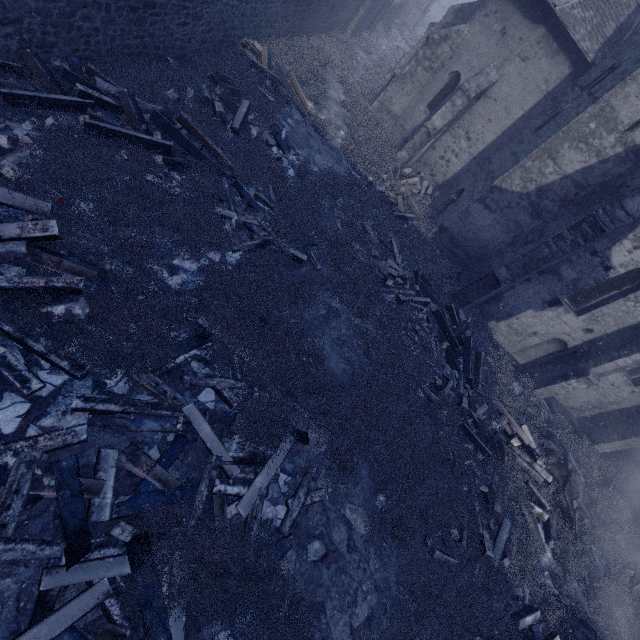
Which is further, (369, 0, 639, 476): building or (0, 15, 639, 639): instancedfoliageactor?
(369, 0, 639, 476): building

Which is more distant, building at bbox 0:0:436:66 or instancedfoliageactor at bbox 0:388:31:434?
building at bbox 0:0:436:66

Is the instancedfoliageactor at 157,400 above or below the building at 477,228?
below

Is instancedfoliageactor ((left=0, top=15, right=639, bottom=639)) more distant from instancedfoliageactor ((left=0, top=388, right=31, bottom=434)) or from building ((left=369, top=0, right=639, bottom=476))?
building ((left=369, top=0, right=639, bottom=476))

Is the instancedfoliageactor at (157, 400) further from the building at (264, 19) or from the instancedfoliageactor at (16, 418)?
the building at (264, 19)

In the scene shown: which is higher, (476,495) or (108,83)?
(108,83)

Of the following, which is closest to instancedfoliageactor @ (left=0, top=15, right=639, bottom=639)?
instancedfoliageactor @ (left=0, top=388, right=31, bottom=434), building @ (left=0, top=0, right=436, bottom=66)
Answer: instancedfoliageactor @ (left=0, top=388, right=31, bottom=434)
